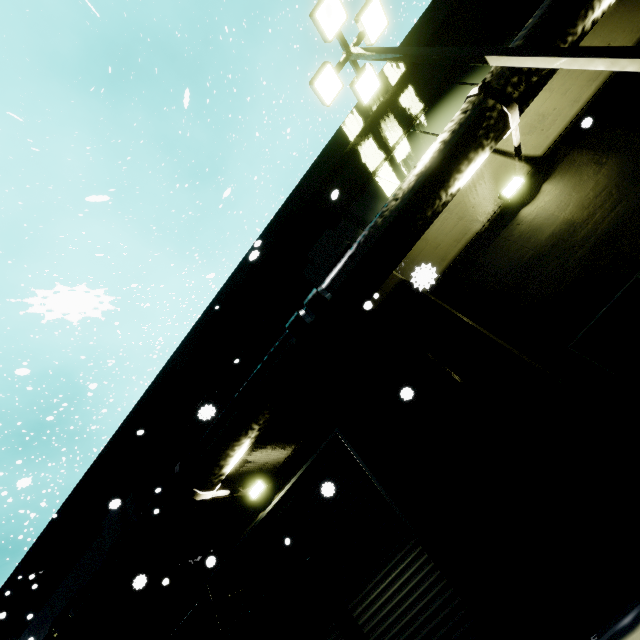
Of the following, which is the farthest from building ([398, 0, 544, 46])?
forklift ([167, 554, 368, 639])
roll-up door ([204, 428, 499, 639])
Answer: forklift ([167, 554, 368, 639])

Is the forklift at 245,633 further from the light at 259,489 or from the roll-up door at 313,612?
the light at 259,489

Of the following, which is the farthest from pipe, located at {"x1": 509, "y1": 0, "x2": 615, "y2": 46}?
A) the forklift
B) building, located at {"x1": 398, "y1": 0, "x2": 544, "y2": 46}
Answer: the forklift

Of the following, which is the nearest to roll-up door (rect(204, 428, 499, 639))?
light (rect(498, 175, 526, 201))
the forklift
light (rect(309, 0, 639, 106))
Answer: the forklift

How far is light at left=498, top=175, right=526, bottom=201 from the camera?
Answer: 6.3 meters

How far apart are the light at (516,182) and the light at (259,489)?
8.1m

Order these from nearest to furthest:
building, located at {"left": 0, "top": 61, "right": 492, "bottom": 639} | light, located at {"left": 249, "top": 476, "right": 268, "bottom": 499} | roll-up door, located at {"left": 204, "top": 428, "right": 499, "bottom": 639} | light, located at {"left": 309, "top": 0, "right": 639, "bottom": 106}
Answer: light, located at {"left": 309, "top": 0, "right": 639, "bottom": 106}
roll-up door, located at {"left": 204, "top": 428, "right": 499, "bottom": 639}
light, located at {"left": 249, "top": 476, "right": 268, "bottom": 499}
building, located at {"left": 0, "top": 61, "right": 492, "bottom": 639}

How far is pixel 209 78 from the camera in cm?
3616
